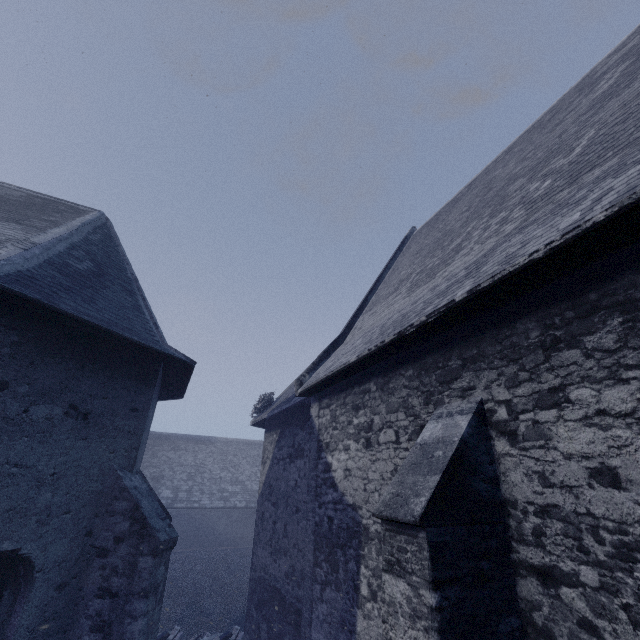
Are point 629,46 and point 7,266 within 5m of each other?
no
